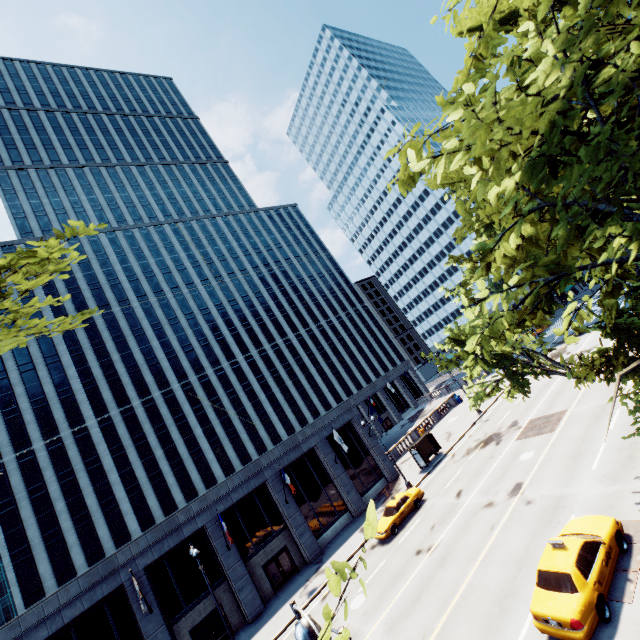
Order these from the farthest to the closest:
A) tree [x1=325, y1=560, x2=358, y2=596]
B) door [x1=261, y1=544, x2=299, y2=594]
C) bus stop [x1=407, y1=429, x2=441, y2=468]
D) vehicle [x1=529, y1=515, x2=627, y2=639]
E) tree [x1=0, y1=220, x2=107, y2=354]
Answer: bus stop [x1=407, y1=429, x2=441, y2=468] → door [x1=261, y1=544, x2=299, y2=594] → vehicle [x1=529, y1=515, x2=627, y2=639] → tree [x1=0, y1=220, x2=107, y2=354] → tree [x1=325, y1=560, x2=358, y2=596]

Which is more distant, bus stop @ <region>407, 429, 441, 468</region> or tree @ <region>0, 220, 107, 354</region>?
bus stop @ <region>407, 429, 441, 468</region>

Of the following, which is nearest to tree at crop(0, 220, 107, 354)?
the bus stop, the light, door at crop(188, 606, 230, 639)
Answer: the light

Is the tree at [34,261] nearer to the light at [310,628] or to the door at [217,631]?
the light at [310,628]

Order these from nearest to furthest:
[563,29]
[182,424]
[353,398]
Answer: [563,29], [353,398], [182,424]

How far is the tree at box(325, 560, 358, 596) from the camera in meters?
1.5

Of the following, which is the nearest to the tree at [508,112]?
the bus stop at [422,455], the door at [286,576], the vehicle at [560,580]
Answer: the vehicle at [560,580]

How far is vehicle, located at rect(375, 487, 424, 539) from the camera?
23.6 meters
